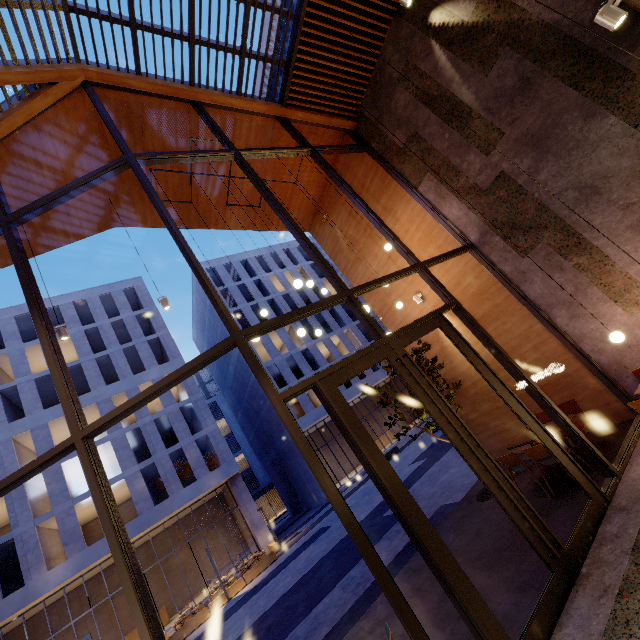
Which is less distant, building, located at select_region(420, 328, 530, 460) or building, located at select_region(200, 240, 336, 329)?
building, located at select_region(420, 328, 530, 460)

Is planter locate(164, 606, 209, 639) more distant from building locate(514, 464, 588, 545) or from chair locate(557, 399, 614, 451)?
chair locate(557, 399, 614, 451)

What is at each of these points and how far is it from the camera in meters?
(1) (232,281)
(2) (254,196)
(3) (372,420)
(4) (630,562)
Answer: (1) building, 35.1 m
(2) building, 10.2 m
(3) building, 39.7 m
(4) building, 3.5 m

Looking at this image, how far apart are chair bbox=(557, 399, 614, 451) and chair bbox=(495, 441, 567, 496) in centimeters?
71cm

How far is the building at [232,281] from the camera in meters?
34.4

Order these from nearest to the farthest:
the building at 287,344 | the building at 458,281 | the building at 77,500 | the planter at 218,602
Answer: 1. the building at 458,281
2. the planter at 218,602
3. the building at 77,500
4. the building at 287,344

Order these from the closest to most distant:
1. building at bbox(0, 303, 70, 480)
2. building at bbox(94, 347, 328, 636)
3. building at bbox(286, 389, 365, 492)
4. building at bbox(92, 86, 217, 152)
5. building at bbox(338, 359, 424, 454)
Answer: building at bbox(92, 86, 217, 152) < building at bbox(0, 303, 70, 480) < building at bbox(94, 347, 328, 636) < building at bbox(286, 389, 365, 492) < building at bbox(338, 359, 424, 454)

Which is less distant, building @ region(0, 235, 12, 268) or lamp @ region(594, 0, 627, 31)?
lamp @ region(594, 0, 627, 31)
